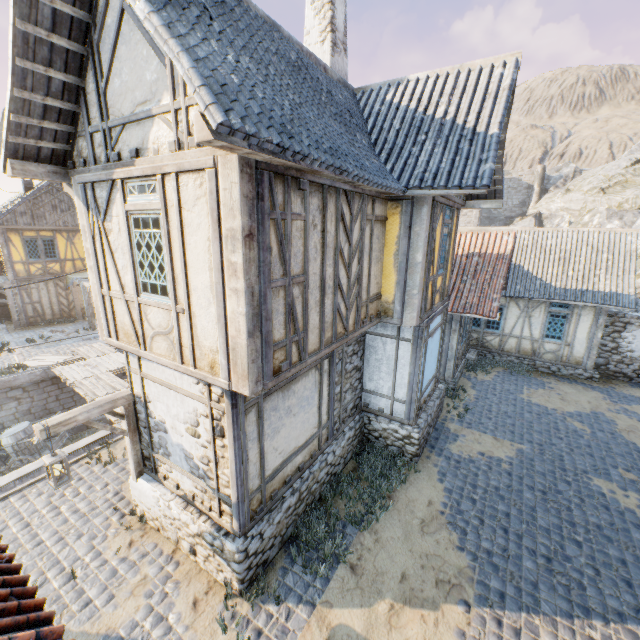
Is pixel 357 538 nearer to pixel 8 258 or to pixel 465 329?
pixel 465 329

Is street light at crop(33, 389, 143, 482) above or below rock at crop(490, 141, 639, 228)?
below

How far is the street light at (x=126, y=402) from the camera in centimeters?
536cm

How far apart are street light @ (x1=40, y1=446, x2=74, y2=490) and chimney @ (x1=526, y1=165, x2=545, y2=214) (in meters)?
50.88

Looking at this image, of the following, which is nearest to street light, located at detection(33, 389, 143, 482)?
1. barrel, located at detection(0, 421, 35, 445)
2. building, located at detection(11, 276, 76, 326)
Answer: barrel, located at detection(0, 421, 35, 445)

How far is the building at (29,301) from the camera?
19.6m

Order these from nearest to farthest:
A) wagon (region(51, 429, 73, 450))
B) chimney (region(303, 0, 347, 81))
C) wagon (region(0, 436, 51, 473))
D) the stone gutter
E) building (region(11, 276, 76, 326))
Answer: the stone gutter → chimney (region(303, 0, 347, 81)) → wagon (region(0, 436, 51, 473)) → wagon (region(51, 429, 73, 450)) → building (region(11, 276, 76, 326))
